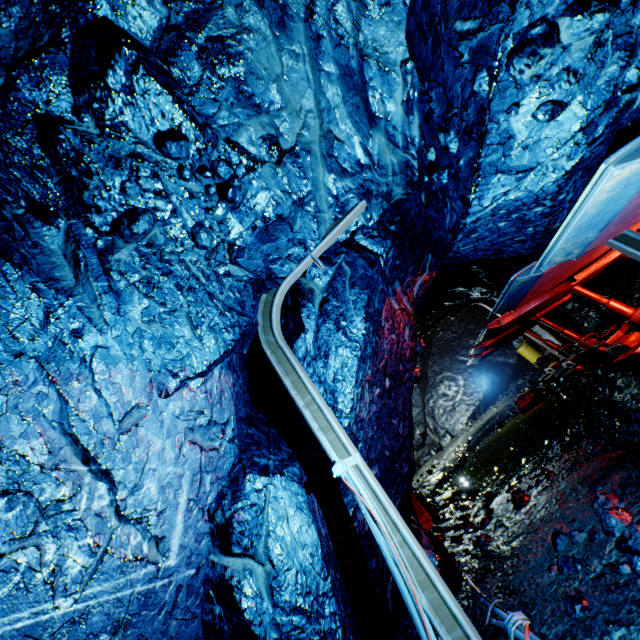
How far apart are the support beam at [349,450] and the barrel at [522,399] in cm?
1038

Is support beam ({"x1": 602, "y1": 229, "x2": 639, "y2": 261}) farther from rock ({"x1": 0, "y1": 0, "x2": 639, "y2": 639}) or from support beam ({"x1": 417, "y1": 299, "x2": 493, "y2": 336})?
support beam ({"x1": 417, "y1": 299, "x2": 493, "y2": 336})

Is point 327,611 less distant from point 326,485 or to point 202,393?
point 326,485

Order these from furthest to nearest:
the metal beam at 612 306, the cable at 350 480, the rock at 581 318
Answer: the rock at 581 318
the metal beam at 612 306
the cable at 350 480

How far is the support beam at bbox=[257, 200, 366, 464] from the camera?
2.71m

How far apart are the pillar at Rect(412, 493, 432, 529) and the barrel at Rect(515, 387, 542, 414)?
6.14m

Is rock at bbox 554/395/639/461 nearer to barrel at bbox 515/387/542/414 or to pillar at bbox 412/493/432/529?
pillar at bbox 412/493/432/529

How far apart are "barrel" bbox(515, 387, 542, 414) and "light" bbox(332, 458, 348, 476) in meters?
10.7
